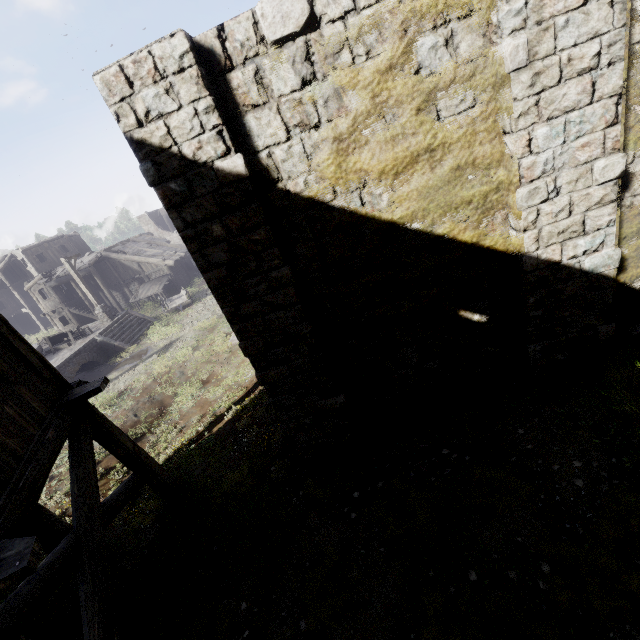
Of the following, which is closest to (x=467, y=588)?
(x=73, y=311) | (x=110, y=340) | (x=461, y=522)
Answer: (x=461, y=522)

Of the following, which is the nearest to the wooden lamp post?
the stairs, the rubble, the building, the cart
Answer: the stairs

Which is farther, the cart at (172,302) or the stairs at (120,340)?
the cart at (172,302)

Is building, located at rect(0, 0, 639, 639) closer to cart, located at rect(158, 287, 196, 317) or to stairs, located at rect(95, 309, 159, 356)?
cart, located at rect(158, 287, 196, 317)

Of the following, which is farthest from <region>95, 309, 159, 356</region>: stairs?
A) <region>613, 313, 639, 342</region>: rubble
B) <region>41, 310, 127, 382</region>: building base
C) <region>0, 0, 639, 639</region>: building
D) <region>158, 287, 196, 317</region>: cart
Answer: <region>613, 313, 639, 342</region>: rubble

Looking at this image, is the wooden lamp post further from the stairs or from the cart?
the cart

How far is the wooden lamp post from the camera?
20.6m

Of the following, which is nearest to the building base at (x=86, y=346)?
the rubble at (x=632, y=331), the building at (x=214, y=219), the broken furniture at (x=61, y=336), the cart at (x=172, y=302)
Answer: the broken furniture at (x=61, y=336)
